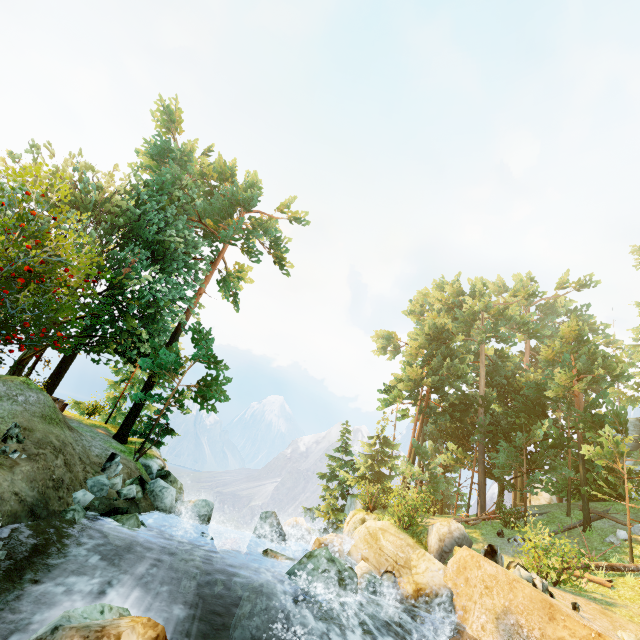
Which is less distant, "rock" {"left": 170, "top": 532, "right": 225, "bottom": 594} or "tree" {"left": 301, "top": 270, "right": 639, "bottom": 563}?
"rock" {"left": 170, "top": 532, "right": 225, "bottom": 594}

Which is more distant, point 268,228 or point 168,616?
point 268,228

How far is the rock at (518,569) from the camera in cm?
1040

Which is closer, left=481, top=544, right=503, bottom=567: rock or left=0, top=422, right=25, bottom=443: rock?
left=0, top=422, right=25, bottom=443: rock

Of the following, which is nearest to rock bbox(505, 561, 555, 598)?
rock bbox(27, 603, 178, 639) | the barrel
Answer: the barrel

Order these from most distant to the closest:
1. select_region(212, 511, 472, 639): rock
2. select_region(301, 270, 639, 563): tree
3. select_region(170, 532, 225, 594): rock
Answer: select_region(301, 270, 639, 563): tree → select_region(170, 532, 225, 594): rock → select_region(212, 511, 472, 639): rock

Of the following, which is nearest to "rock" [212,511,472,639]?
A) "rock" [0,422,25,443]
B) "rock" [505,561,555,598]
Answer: "rock" [505,561,555,598]

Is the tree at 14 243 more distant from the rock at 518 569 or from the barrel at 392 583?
the barrel at 392 583
